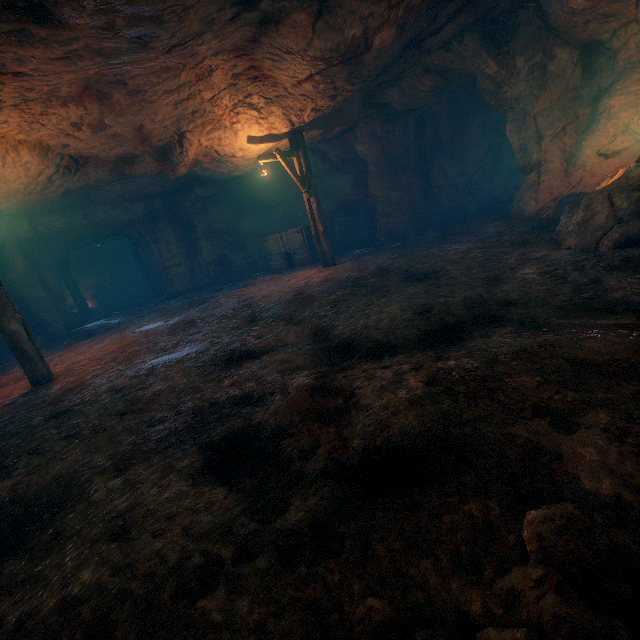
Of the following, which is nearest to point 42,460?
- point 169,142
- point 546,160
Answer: point 169,142

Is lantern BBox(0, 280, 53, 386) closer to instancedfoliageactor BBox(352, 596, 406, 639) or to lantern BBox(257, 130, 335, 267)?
lantern BBox(257, 130, 335, 267)

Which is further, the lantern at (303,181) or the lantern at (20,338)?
the lantern at (303,181)

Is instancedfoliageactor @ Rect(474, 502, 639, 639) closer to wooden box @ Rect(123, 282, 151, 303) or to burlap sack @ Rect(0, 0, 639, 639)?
burlap sack @ Rect(0, 0, 639, 639)

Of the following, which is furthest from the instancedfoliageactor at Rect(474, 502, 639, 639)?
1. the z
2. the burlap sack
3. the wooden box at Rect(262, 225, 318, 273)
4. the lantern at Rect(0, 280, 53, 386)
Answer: the wooden box at Rect(262, 225, 318, 273)

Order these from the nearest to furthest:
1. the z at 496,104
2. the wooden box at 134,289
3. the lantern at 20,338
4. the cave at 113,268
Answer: the lantern at 20,338, the z at 496,104, the cave at 113,268, the wooden box at 134,289

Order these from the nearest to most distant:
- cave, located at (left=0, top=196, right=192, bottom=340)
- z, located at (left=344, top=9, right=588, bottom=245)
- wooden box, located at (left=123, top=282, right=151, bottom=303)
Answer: z, located at (left=344, top=9, right=588, bottom=245) → cave, located at (left=0, top=196, right=192, bottom=340) → wooden box, located at (left=123, top=282, right=151, bottom=303)

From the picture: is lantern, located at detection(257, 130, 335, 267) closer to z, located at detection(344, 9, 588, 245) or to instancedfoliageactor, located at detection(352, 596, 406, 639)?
z, located at detection(344, 9, 588, 245)
